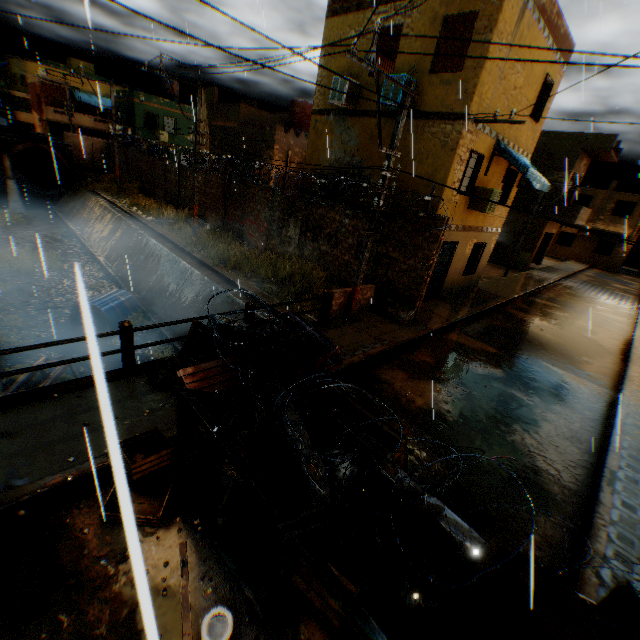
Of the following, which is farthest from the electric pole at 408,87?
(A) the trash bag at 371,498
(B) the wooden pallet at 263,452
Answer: (A) the trash bag at 371,498

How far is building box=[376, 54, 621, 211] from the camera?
9.69m

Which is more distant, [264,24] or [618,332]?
[618,332]

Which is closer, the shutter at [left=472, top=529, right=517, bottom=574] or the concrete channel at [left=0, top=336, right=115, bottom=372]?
the shutter at [left=472, top=529, right=517, bottom=574]

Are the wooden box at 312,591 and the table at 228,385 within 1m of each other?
no

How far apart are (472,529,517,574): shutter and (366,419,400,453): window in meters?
1.2 m

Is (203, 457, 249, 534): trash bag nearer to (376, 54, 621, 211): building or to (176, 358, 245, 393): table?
(176, 358, 245, 393): table

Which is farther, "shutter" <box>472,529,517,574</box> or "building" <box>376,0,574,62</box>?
"building" <box>376,0,574,62</box>
